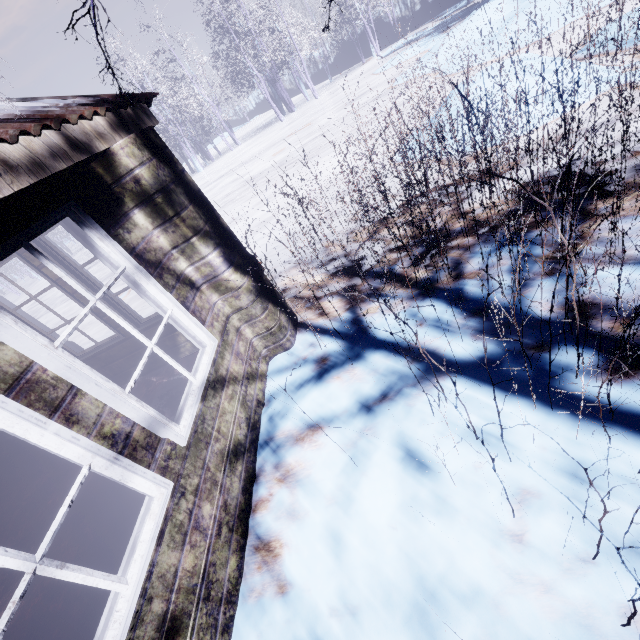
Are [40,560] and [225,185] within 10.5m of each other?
no
